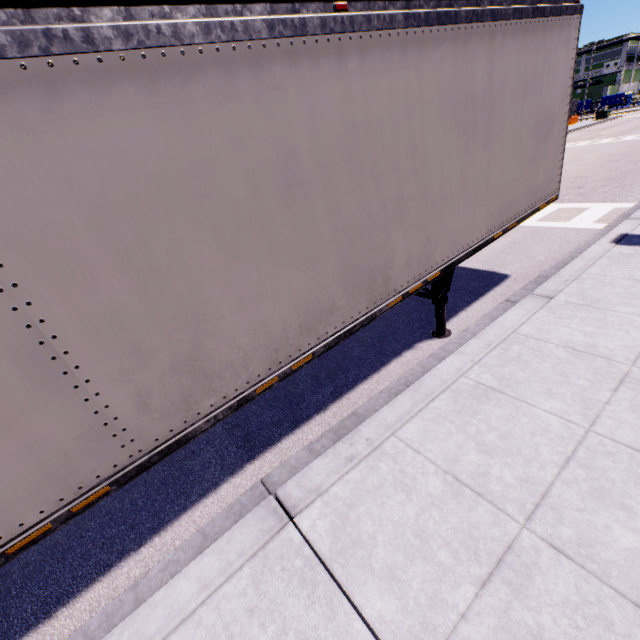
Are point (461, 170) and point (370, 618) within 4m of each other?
no
